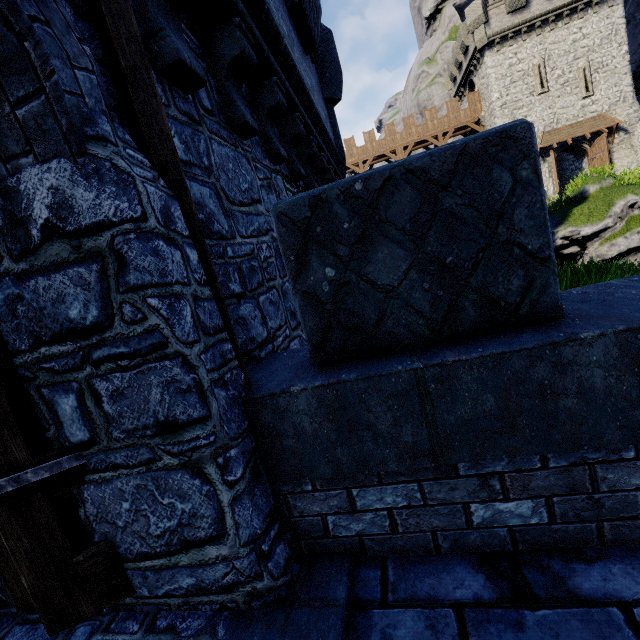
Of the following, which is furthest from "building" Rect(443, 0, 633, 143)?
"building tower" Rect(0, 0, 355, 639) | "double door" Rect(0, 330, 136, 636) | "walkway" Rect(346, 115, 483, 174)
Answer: "double door" Rect(0, 330, 136, 636)

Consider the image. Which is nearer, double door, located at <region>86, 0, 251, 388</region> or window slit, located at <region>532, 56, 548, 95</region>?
double door, located at <region>86, 0, 251, 388</region>

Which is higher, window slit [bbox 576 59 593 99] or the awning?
window slit [bbox 576 59 593 99]

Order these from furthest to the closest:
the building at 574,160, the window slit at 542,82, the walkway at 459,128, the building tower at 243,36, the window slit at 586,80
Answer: the walkway at 459,128 → the building at 574,160 → the window slit at 542,82 → the window slit at 586,80 → the building tower at 243,36

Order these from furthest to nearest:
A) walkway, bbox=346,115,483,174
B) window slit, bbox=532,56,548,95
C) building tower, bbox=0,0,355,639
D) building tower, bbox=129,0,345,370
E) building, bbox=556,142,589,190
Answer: walkway, bbox=346,115,483,174 < building, bbox=556,142,589,190 < window slit, bbox=532,56,548,95 < building tower, bbox=129,0,345,370 < building tower, bbox=0,0,355,639

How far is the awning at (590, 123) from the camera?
25.67m

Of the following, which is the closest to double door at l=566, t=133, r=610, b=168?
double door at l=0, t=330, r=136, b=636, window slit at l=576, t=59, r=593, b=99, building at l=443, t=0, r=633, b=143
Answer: building at l=443, t=0, r=633, b=143

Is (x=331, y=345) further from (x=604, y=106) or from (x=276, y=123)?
(x=604, y=106)
